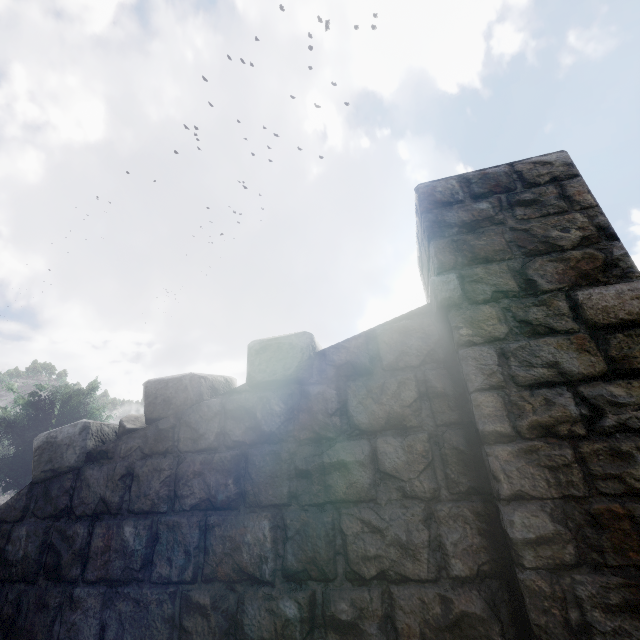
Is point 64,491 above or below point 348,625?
above
